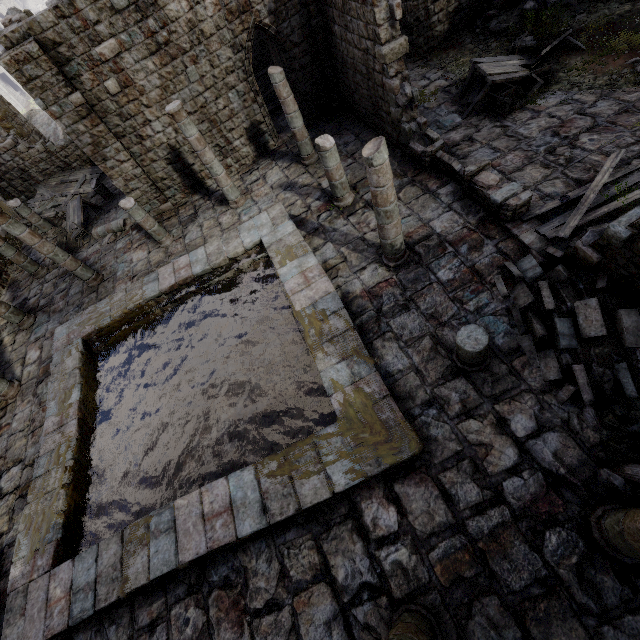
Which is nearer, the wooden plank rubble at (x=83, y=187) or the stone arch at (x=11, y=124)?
the wooden plank rubble at (x=83, y=187)

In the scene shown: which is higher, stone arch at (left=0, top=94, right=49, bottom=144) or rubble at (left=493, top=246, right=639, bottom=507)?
stone arch at (left=0, top=94, right=49, bottom=144)

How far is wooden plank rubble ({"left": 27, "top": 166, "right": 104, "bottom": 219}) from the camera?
19.3 meters

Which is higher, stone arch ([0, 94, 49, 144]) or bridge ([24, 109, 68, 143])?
stone arch ([0, 94, 49, 144])

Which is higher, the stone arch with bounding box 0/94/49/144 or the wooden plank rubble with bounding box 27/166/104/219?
the stone arch with bounding box 0/94/49/144

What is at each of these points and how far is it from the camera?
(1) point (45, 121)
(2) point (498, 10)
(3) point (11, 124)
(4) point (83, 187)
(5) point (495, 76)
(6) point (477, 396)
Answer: (1) bridge, 35.91m
(2) rubble, 13.22m
(3) stone arch, 24.72m
(4) wooden plank rubble, 19.81m
(5) broken furniture, 10.68m
(6) building, 6.52m

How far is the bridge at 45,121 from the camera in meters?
34.7

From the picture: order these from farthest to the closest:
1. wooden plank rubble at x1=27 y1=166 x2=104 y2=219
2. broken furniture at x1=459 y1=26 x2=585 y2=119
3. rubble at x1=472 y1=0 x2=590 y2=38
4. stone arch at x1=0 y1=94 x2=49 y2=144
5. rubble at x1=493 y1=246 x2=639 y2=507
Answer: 1. stone arch at x1=0 y1=94 x2=49 y2=144
2. wooden plank rubble at x1=27 y1=166 x2=104 y2=219
3. rubble at x1=472 y1=0 x2=590 y2=38
4. broken furniture at x1=459 y1=26 x2=585 y2=119
5. rubble at x1=493 y1=246 x2=639 y2=507
